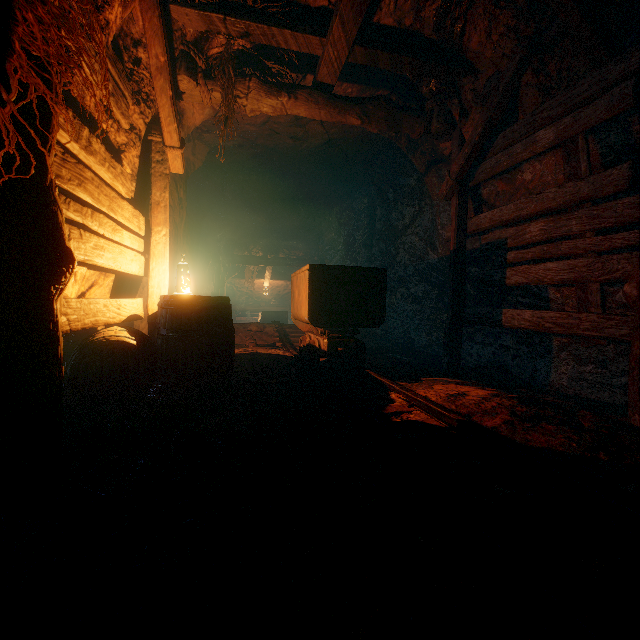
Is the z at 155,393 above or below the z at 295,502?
below

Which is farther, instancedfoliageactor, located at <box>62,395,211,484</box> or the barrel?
the barrel

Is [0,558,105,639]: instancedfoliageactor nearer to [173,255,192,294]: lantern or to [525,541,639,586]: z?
[525,541,639,586]: z

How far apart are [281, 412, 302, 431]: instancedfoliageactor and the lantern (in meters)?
2.05

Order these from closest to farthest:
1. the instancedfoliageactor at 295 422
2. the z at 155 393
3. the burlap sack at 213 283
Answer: the instancedfoliageactor at 295 422, the z at 155 393, the burlap sack at 213 283

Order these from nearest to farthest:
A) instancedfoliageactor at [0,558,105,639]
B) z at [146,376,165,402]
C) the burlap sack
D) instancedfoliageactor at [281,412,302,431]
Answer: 1. instancedfoliageactor at [0,558,105,639]
2. instancedfoliageactor at [281,412,302,431]
3. z at [146,376,165,402]
4. the burlap sack

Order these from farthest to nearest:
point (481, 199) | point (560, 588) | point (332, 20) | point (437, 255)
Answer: point (437, 255) < point (481, 199) < point (332, 20) < point (560, 588)

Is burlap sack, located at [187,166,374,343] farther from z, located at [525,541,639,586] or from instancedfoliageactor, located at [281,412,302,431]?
instancedfoliageactor, located at [281,412,302,431]
